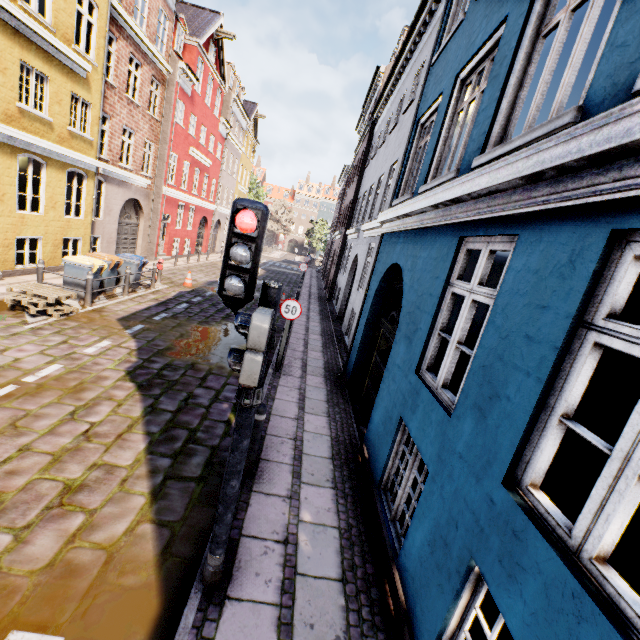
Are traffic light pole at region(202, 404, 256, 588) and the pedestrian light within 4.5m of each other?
yes

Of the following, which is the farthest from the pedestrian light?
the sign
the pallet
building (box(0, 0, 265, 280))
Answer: the pallet

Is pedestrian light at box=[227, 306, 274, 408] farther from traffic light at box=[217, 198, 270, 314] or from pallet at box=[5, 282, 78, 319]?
pallet at box=[5, 282, 78, 319]

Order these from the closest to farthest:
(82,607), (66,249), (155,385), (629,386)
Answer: (82,607) → (155,385) → (629,386) → (66,249)

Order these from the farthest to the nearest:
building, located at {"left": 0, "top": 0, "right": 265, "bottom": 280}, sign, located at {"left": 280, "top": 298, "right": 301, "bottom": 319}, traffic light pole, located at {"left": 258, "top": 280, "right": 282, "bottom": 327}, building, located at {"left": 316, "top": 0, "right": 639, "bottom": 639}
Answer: building, located at {"left": 0, "top": 0, "right": 265, "bottom": 280}
sign, located at {"left": 280, "top": 298, "right": 301, "bottom": 319}
traffic light pole, located at {"left": 258, "top": 280, "right": 282, "bottom": 327}
building, located at {"left": 316, "top": 0, "right": 639, "bottom": 639}

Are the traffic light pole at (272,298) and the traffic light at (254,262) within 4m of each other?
yes

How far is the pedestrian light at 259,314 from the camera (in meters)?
2.17

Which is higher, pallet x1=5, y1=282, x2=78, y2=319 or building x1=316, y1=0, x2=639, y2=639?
building x1=316, y1=0, x2=639, y2=639
